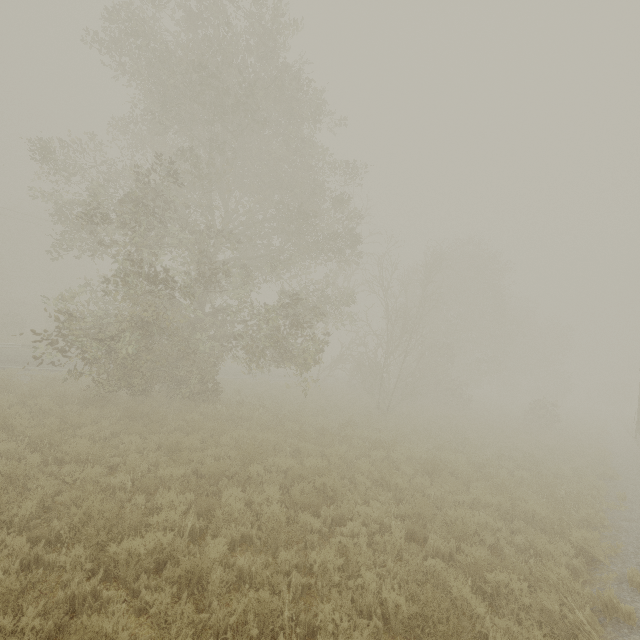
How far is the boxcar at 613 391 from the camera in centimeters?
5234cm

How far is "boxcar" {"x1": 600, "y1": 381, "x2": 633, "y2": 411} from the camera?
52.34m

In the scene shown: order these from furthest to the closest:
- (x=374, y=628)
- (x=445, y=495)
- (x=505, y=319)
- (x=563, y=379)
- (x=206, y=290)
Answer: (x=505, y=319) → (x=563, y=379) → (x=206, y=290) → (x=445, y=495) → (x=374, y=628)
